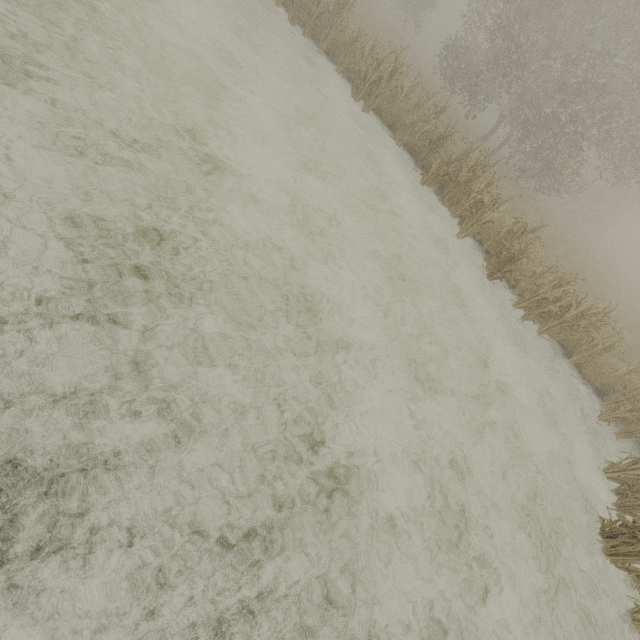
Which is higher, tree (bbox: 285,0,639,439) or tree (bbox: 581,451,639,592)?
tree (bbox: 285,0,639,439)

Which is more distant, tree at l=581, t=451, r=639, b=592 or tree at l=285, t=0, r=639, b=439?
tree at l=285, t=0, r=639, b=439

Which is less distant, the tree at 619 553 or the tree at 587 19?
the tree at 619 553

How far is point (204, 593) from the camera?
2.7m

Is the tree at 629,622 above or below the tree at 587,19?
below
